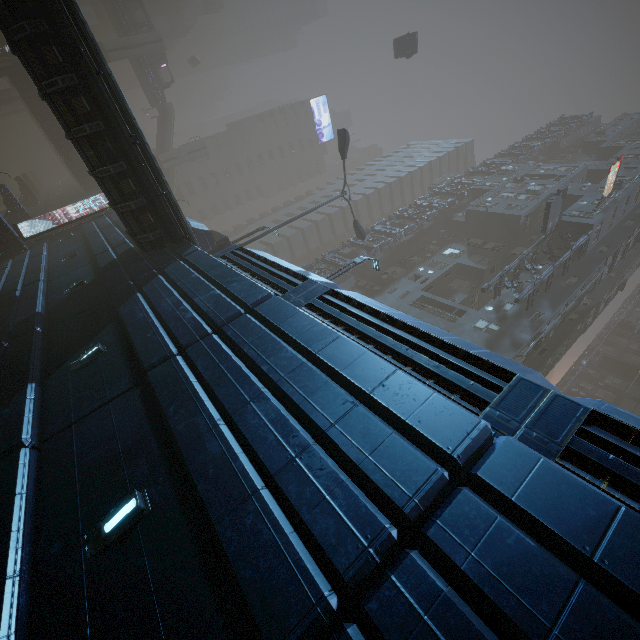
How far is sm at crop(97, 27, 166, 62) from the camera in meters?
42.8

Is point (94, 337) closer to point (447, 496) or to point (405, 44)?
point (447, 496)

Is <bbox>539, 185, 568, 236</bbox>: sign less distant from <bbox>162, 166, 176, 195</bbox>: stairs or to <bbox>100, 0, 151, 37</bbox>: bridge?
<bbox>162, 166, 176, 195</bbox>: stairs

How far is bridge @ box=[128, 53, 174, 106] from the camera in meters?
47.3

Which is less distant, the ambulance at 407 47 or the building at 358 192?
the ambulance at 407 47

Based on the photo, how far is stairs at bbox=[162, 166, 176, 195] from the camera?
53.91m

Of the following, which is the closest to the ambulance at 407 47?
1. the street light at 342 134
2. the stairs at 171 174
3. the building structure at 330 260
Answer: the building structure at 330 260

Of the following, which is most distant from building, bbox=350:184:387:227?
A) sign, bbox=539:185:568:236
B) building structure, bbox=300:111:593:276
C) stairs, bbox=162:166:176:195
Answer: stairs, bbox=162:166:176:195
